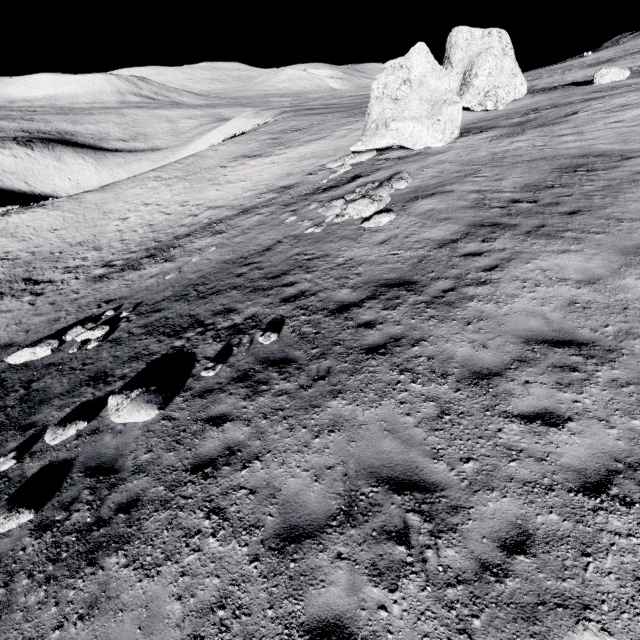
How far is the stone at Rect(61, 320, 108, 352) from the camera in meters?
12.1 m

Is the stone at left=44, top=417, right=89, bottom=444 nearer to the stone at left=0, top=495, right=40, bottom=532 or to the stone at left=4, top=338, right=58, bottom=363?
the stone at left=0, top=495, right=40, bottom=532

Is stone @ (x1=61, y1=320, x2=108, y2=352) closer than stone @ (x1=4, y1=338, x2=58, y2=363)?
Yes

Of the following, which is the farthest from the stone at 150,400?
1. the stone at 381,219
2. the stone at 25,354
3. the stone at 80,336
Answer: the stone at 381,219

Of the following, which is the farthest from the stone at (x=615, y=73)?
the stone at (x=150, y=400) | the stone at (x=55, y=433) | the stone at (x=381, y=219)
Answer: the stone at (x=55, y=433)

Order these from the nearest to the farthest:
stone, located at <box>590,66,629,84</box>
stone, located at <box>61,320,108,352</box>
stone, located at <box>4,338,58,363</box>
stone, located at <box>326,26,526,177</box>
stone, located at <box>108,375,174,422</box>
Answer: stone, located at <box>108,375,174,422</box>, stone, located at <box>61,320,108,352</box>, stone, located at <box>4,338,58,363</box>, stone, located at <box>326,26,526,177</box>, stone, located at <box>590,66,629,84</box>

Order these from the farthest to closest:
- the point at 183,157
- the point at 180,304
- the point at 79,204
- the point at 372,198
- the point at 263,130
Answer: the point at 263,130, the point at 183,157, the point at 79,204, the point at 372,198, the point at 180,304

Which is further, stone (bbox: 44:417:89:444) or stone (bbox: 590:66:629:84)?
stone (bbox: 590:66:629:84)
